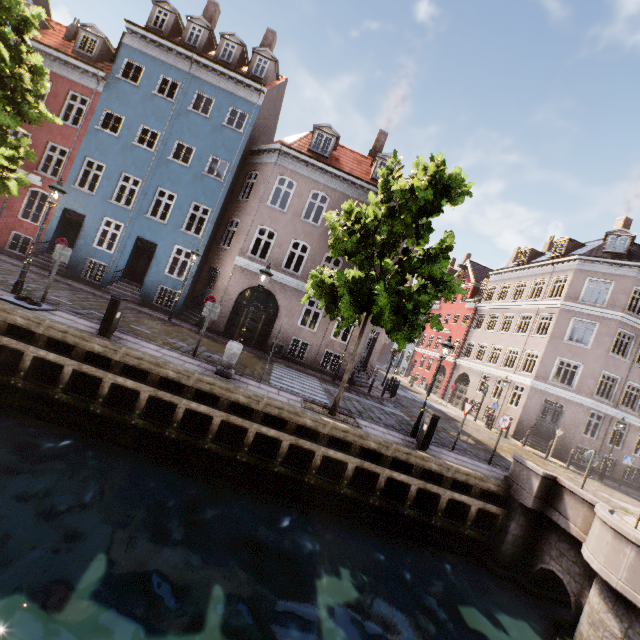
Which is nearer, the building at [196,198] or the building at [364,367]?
the building at [196,198]

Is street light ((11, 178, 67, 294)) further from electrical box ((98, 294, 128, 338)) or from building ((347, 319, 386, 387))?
electrical box ((98, 294, 128, 338))

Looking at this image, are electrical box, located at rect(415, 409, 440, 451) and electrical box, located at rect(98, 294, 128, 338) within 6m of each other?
no

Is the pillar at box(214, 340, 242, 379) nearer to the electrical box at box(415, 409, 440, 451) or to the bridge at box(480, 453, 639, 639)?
the electrical box at box(415, 409, 440, 451)

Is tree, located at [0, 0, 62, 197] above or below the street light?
below

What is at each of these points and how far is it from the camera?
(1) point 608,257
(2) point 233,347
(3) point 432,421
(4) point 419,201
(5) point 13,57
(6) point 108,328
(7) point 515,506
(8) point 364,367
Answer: (1) building, 21.8m
(2) pillar, 9.8m
(3) electrical box, 10.0m
(4) tree, 8.6m
(5) tree, 9.9m
(6) electrical box, 8.9m
(7) bridge, 9.5m
(8) building, 20.2m

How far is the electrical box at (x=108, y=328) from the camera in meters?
8.9 m

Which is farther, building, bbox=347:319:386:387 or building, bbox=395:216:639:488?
building, bbox=395:216:639:488
